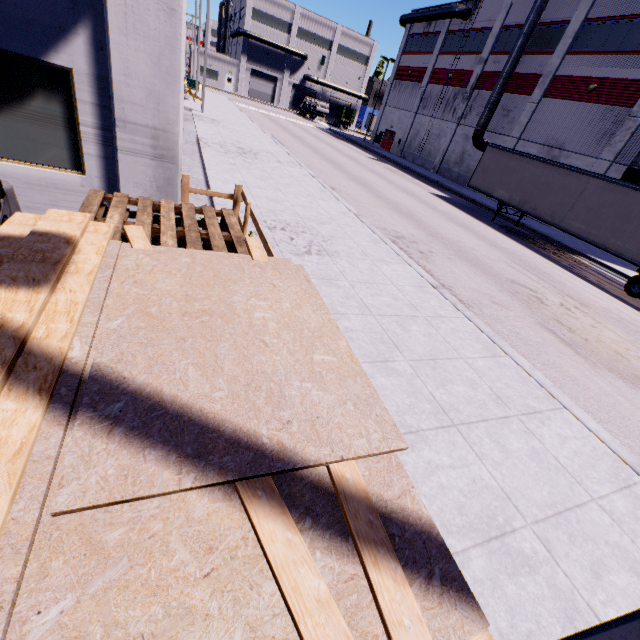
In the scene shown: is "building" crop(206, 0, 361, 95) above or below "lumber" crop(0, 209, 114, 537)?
above

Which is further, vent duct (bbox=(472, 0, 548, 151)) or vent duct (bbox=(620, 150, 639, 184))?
vent duct (bbox=(472, 0, 548, 151))

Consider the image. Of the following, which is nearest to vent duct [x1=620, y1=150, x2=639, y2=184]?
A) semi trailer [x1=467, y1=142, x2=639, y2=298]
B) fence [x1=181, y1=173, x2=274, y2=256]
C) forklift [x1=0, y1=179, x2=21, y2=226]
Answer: semi trailer [x1=467, y1=142, x2=639, y2=298]

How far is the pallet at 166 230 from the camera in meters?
3.9 m

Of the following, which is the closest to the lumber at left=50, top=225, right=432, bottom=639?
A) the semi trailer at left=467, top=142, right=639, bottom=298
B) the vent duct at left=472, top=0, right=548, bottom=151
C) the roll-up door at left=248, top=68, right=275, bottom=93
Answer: the semi trailer at left=467, top=142, right=639, bottom=298

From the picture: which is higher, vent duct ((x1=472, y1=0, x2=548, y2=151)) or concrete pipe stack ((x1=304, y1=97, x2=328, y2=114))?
vent duct ((x1=472, y1=0, x2=548, y2=151))

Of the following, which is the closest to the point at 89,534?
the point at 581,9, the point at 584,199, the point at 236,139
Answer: the point at 236,139

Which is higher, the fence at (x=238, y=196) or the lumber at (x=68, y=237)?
the lumber at (x=68, y=237)
